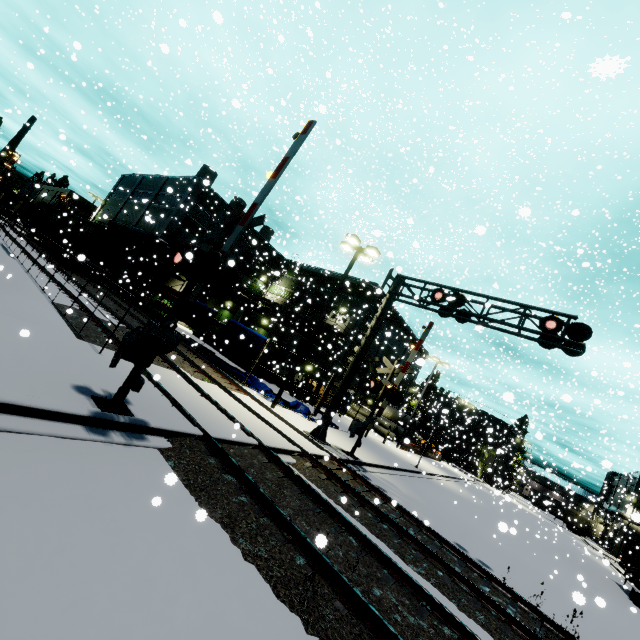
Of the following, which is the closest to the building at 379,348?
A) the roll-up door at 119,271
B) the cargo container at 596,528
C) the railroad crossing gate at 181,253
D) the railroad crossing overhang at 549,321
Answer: the roll-up door at 119,271

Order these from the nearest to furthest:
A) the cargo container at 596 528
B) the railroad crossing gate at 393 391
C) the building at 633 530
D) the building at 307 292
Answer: the railroad crossing gate at 393 391 → the building at 307 292 → the building at 633 530 → the cargo container at 596 528

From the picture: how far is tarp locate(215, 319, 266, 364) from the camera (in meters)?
19.44

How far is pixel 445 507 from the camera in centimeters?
1694cm

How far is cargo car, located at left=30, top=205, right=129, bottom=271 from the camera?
29.5m

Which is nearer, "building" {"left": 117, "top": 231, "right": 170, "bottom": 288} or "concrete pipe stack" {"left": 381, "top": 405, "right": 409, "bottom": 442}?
"building" {"left": 117, "top": 231, "right": 170, "bottom": 288}

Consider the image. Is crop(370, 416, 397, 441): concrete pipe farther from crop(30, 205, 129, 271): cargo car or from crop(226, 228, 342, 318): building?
crop(30, 205, 129, 271): cargo car

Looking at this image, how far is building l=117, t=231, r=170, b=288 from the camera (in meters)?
32.84
